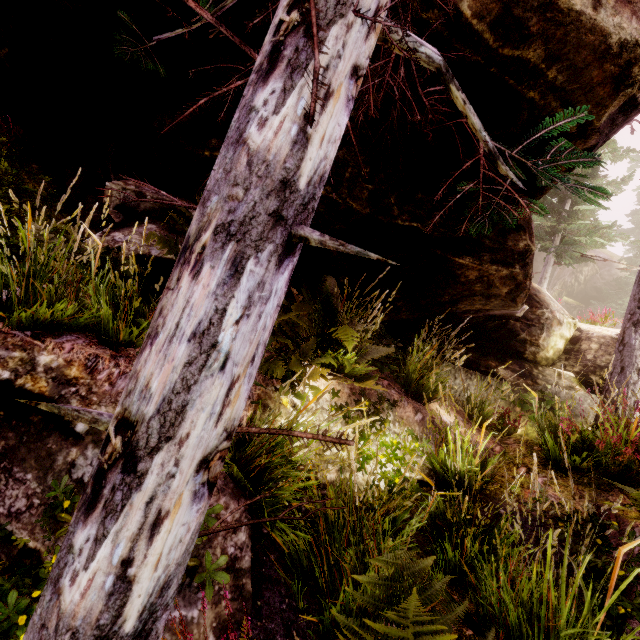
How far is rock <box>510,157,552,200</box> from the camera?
3.9m

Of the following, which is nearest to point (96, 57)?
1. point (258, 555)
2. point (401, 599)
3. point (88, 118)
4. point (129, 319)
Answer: point (88, 118)

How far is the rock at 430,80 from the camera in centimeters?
324cm

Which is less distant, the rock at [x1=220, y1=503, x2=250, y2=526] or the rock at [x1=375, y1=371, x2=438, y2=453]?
the rock at [x1=220, y1=503, x2=250, y2=526]

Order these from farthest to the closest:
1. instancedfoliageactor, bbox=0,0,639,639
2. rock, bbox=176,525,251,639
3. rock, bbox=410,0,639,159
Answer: rock, bbox=410,0,639,159, rock, bbox=176,525,251,639, instancedfoliageactor, bbox=0,0,639,639
